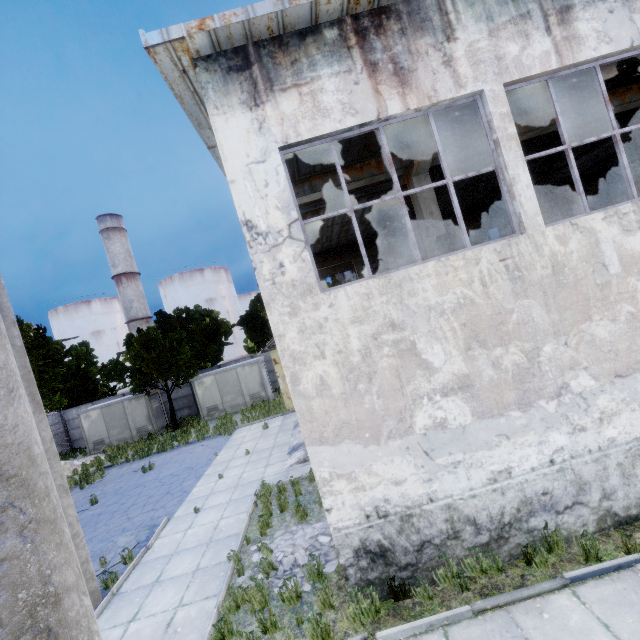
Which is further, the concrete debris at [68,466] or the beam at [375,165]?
→ the concrete debris at [68,466]

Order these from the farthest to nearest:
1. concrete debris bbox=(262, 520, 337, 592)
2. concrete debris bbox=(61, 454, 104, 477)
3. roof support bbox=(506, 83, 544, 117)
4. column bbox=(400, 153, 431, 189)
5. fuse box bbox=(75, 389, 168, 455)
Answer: fuse box bbox=(75, 389, 168, 455), concrete debris bbox=(61, 454, 104, 477), column bbox=(400, 153, 431, 189), roof support bbox=(506, 83, 544, 117), concrete debris bbox=(262, 520, 337, 592)

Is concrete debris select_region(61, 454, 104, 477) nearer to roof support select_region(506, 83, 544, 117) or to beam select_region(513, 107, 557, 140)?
roof support select_region(506, 83, 544, 117)

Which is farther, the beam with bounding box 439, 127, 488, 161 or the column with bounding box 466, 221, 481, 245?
the column with bounding box 466, 221, 481, 245

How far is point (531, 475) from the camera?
5.56m

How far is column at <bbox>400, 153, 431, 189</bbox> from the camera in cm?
811

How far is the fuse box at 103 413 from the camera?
24.5m

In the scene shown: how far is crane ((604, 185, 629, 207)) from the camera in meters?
18.7
